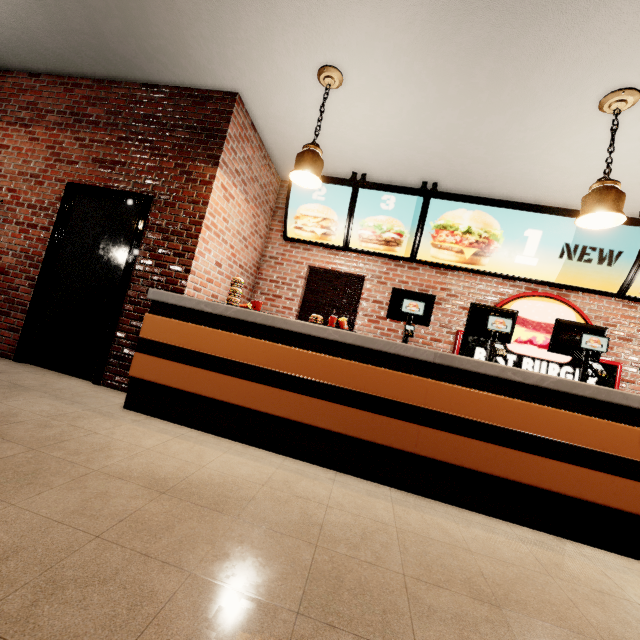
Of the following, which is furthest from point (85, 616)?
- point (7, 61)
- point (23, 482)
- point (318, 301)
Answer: point (318, 301)
